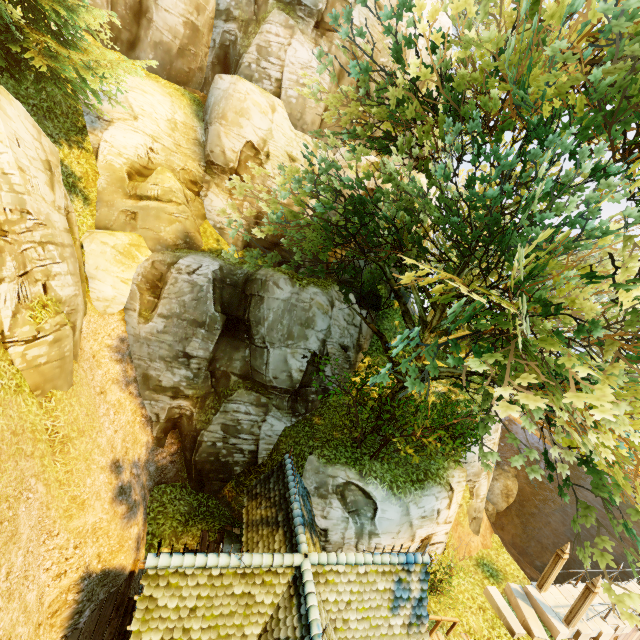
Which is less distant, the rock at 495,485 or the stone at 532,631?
the stone at 532,631

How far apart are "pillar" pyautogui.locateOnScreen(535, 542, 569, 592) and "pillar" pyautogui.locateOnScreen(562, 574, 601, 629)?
1.0m

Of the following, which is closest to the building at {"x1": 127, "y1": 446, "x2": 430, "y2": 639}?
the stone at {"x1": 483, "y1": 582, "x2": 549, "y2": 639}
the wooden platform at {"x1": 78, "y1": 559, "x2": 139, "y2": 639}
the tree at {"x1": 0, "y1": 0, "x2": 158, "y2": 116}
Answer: the wooden platform at {"x1": 78, "y1": 559, "x2": 139, "y2": 639}

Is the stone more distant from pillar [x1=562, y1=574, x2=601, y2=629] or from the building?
the building

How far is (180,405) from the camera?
13.5 meters

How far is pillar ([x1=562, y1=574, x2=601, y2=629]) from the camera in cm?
1246

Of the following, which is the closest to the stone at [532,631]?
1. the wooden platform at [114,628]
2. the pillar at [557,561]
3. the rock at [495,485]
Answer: the pillar at [557,561]

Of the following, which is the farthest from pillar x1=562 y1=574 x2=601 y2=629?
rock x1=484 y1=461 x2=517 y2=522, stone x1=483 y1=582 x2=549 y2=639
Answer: rock x1=484 y1=461 x2=517 y2=522
